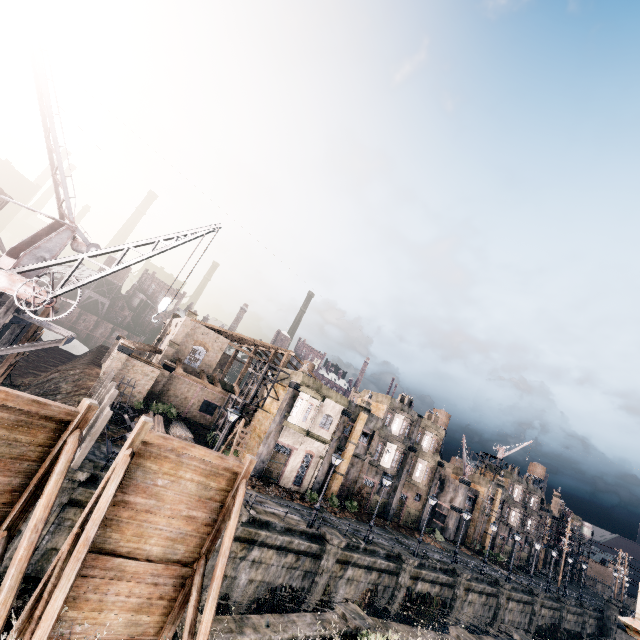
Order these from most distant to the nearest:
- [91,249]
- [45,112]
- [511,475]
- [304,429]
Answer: [511,475]
[304,429]
[91,249]
[45,112]

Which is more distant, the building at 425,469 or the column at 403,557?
the building at 425,469

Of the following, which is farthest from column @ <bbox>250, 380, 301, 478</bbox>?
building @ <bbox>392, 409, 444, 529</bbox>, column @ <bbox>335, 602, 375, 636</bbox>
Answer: building @ <bbox>392, 409, 444, 529</bbox>

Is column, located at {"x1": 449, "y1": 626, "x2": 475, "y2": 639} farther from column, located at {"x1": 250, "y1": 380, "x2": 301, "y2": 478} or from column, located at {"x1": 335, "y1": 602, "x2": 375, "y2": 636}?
column, located at {"x1": 250, "y1": 380, "x2": 301, "y2": 478}

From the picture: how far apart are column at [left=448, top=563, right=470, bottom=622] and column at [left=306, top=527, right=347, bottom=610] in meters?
16.0

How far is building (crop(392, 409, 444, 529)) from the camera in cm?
4275

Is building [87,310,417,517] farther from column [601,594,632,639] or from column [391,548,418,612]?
column [601,594,632,639]

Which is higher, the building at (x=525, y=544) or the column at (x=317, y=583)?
the building at (x=525, y=544)
